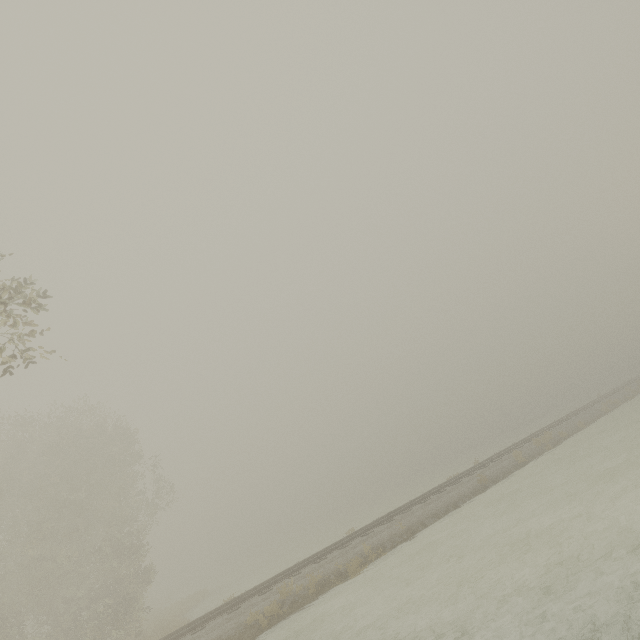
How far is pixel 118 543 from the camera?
19.4m
